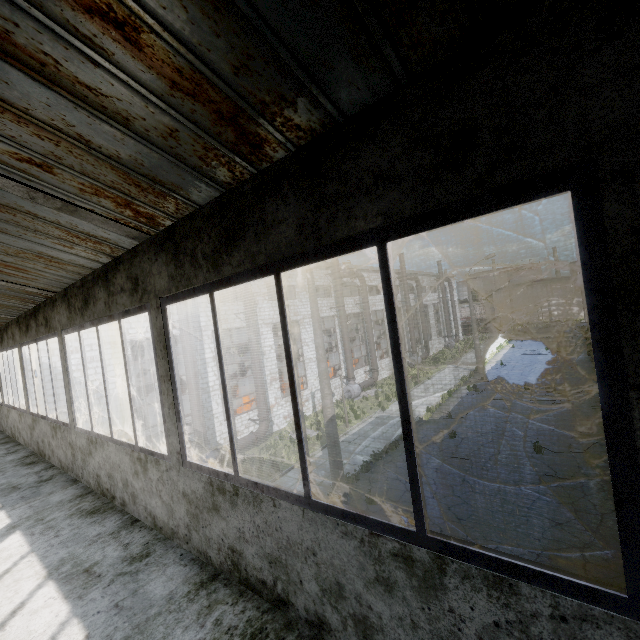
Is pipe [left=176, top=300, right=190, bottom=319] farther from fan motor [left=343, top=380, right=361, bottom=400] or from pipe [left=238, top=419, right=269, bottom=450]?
fan motor [left=343, top=380, right=361, bottom=400]

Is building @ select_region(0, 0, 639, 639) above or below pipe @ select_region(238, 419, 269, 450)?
above

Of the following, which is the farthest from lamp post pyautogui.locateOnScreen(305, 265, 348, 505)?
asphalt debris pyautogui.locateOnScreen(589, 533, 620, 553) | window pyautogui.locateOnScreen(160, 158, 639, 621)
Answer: window pyautogui.locateOnScreen(160, 158, 639, 621)

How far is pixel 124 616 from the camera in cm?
233

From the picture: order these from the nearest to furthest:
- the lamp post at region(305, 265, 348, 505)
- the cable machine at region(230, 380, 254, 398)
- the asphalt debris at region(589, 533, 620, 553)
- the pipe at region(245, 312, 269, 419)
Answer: the asphalt debris at region(589, 533, 620, 553)
the lamp post at region(305, 265, 348, 505)
the pipe at region(245, 312, 269, 419)
the cable machine at region(230, 380, 254, 398)

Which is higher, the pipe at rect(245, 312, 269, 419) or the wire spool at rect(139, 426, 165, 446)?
the pipe at rect(245, 312, 269, 419)

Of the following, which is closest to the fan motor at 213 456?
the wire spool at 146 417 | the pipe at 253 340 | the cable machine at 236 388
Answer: the pipe at 253 340

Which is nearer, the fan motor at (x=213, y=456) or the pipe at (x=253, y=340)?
the fan motor at (x=213, y=456)
